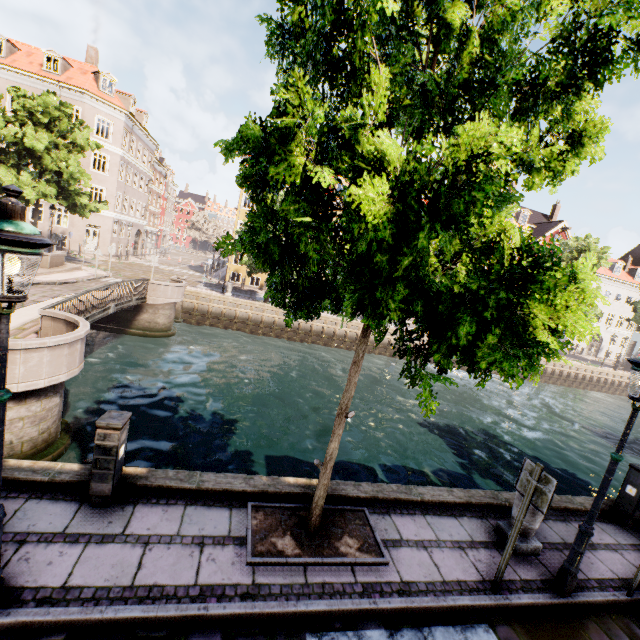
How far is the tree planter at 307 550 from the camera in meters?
4.3 m

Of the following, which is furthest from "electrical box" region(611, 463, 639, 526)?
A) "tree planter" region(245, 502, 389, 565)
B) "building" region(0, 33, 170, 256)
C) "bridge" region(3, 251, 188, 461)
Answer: "building" region(0, 33, 170, 256)

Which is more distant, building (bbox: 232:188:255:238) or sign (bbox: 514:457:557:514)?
building (bbox: 232:188:255:238)

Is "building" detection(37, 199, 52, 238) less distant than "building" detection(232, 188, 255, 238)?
Yes

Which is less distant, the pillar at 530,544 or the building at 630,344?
the pillar at 530,544

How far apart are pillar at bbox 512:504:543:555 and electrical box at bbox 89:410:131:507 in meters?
6.2

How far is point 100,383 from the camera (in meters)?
12.43

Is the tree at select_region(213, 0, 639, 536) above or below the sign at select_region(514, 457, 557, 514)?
above
